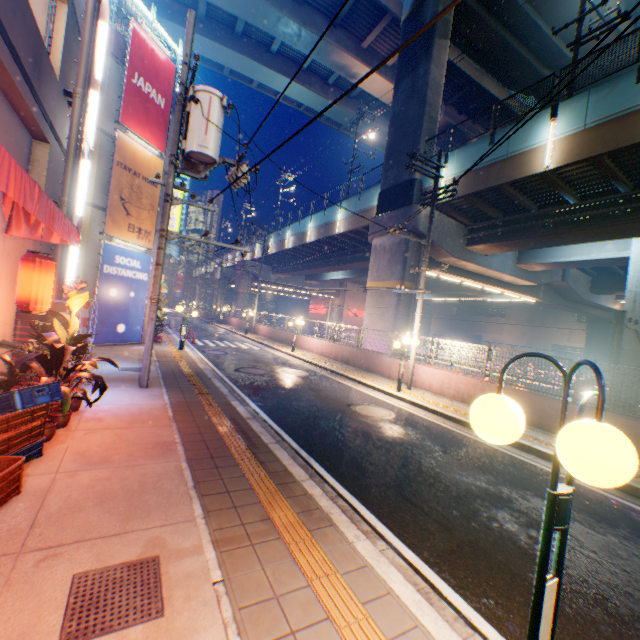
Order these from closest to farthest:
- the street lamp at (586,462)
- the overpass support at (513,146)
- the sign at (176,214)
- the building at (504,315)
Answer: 1. the street lamp at (586,462)
2. the overpass support at (513,146)
3. the sign at (176,214)
4. the building at (504,315)

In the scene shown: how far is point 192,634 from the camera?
2.38m

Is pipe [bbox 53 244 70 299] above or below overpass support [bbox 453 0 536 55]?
below

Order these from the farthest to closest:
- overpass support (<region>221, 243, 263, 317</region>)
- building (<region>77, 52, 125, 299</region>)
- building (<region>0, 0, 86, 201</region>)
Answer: overpass support (<region>221, 243, 263, 317</region>) < building (<region>77, 52, 125, 299</region>) < building (<region>0, 0, 86, 201</region>)

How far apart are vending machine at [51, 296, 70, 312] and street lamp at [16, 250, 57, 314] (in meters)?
1.22

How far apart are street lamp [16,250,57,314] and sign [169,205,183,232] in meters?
12.9 m

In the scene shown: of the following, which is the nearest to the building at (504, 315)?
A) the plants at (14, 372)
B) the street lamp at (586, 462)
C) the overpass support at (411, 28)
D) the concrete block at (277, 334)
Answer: the overpass support at (411, 28)

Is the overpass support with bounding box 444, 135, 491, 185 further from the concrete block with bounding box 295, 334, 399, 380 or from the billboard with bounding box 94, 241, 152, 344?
the billboard with bounding box 94, 241, 152, 344
